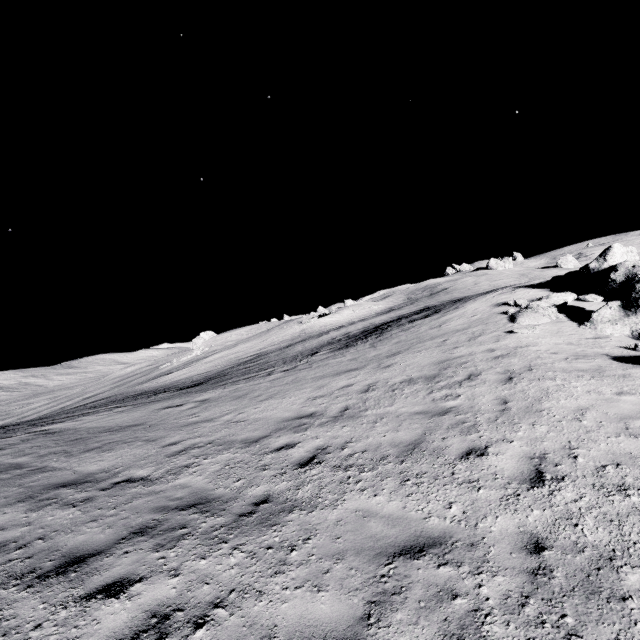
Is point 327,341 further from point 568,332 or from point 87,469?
point 87,469
